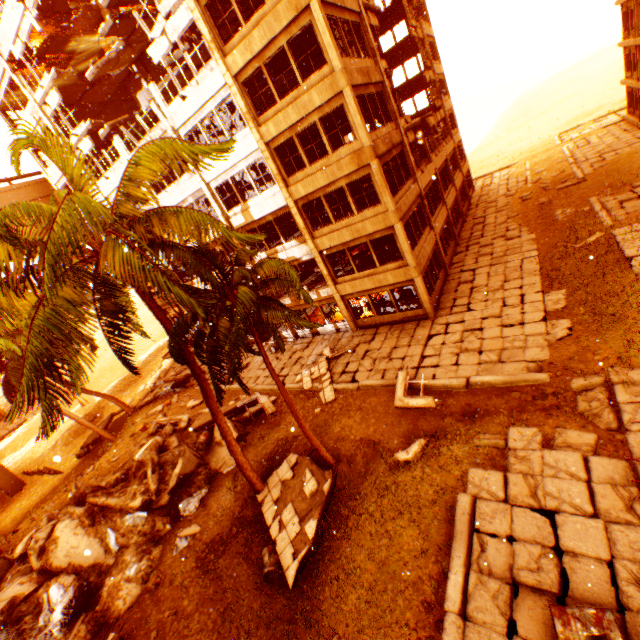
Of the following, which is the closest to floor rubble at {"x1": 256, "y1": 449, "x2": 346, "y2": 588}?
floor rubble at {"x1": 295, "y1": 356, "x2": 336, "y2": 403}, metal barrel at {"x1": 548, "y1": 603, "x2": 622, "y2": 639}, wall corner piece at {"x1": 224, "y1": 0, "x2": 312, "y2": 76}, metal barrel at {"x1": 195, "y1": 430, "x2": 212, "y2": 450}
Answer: floor rubble at {"x1": 295, "y1": 356, "x2": 336, "y2": 403}

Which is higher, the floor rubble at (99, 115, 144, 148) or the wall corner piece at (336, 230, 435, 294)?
the floor rubble at (99, 115, 144, 148)

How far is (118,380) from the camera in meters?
36.5 m

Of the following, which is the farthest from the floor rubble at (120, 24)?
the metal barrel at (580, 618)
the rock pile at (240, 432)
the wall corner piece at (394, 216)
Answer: the metal barrel at (580, 618)

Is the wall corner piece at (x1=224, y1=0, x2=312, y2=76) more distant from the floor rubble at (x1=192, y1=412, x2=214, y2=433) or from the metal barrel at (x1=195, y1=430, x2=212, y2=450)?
the metal barrel at (x1=195, y1=430, x2=212, y2=450)

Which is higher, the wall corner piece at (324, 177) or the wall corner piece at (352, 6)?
the wall corner piece at (352, 6)

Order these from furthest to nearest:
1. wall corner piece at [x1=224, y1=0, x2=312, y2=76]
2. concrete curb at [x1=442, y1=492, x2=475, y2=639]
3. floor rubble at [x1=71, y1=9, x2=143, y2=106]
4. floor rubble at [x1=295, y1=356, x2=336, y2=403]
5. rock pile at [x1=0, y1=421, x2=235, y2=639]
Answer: floor rubble at [x1=71, y1=9, x2=143, y2=106] → floor rubble at [x1=295, y1=356, x2=336, y2=403] → wall corner piece at [x1=224, y1=0, x2=312, y2=76] → rock pile at [x1=0, y1=421, x2=235, y2=639] → concrete curb at [x1=442, y1=492, x2=475, y2=639]

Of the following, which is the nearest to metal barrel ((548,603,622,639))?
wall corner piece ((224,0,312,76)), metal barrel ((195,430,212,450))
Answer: wall corner piece ((224,0,312,76))
